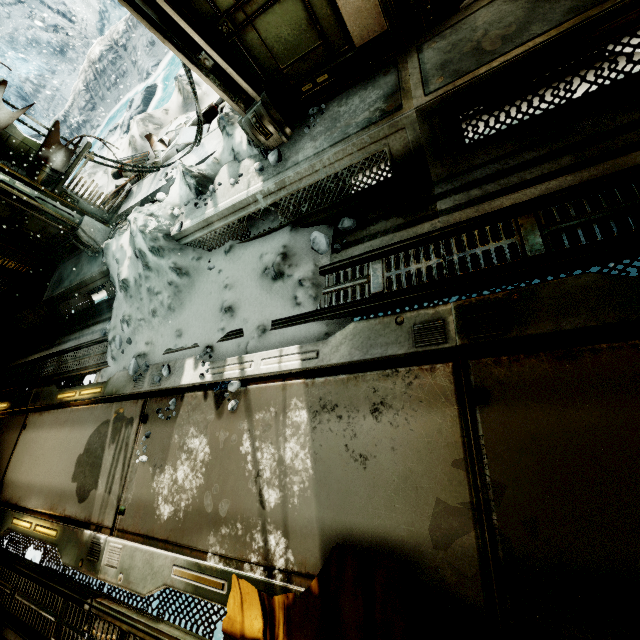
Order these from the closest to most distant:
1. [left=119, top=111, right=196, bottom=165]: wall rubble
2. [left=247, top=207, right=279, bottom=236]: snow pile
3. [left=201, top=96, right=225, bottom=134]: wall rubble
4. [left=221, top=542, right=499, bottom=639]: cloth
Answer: [left=221, top=542, right=499, bottom=639]: cloth < [left=247, top=207, right=279, bottom=236]: snow pile < [left=201, top=96, right=225, bottom=134]: wall rubble < [left=119, top=111, right=196, bottom=165]: wall rubble

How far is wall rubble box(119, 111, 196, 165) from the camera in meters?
5.1 m

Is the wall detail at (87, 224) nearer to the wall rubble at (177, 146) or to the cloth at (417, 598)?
the wall rubble at (177, 146)

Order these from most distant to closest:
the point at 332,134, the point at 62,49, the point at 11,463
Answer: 1. the point at 62,49
2. the point at 11,463
3. the point at 332,134

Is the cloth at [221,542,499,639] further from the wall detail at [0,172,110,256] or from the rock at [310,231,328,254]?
the wall detail at [0,172,110,256]

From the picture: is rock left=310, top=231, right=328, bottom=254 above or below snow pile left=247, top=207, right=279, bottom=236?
below

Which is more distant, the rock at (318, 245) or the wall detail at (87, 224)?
the wall detail at (87, 224)

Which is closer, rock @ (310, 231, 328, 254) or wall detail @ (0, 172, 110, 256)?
rock @ (310, 231, 328, 254)
